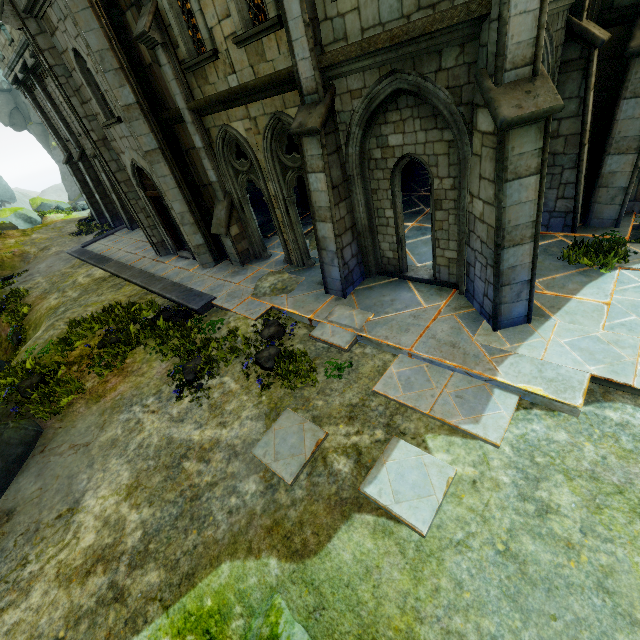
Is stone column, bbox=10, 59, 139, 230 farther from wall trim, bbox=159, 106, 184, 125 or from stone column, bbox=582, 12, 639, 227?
stone column, bbox=582, 12, 639, 227

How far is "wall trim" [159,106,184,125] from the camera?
9.4m

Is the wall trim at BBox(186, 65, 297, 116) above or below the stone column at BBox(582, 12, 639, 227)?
above

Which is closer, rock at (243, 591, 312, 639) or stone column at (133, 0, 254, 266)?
rock at (243, 591, 312, 639)

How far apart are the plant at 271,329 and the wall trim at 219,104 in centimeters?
515cm

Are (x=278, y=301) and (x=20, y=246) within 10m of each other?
no

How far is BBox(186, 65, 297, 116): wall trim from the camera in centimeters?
664cm

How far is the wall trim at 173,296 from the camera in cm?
1008
